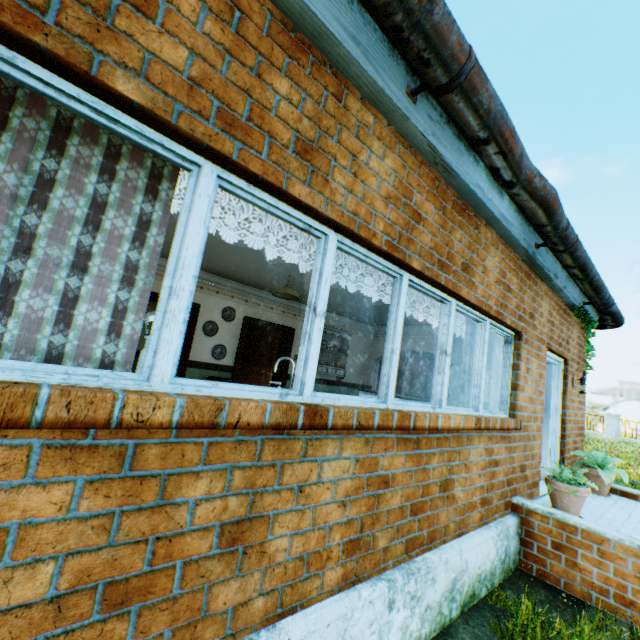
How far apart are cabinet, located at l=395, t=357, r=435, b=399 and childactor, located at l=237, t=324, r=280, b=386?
8.30m

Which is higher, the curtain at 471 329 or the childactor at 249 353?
the curtain at 471 329

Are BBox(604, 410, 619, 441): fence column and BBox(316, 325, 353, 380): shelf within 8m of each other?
no

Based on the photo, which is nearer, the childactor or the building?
the building

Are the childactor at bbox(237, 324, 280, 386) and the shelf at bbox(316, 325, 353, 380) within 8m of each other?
yes

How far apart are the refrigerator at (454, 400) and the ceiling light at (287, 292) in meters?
4.8

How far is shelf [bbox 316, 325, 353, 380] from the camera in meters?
9.8

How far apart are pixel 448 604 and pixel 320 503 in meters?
1.8
